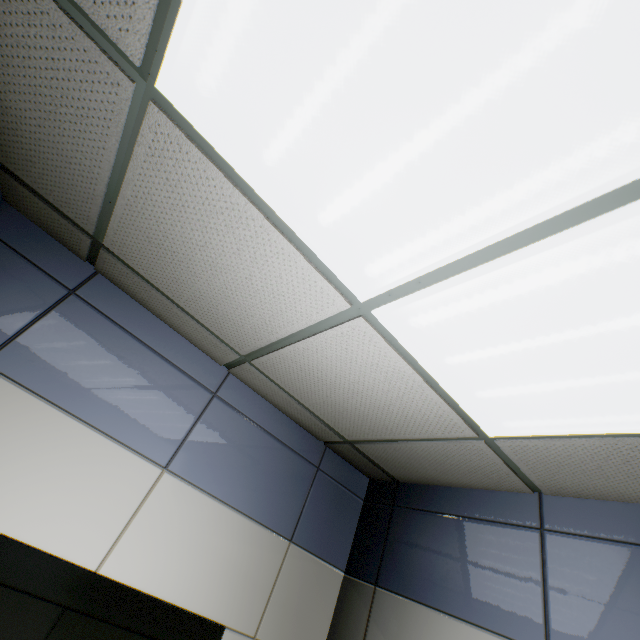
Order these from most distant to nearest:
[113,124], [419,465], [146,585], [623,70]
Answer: [419,465], [146,585], [113,124], [623,70]

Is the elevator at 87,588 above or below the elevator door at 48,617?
above

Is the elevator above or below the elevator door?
Answer: above
